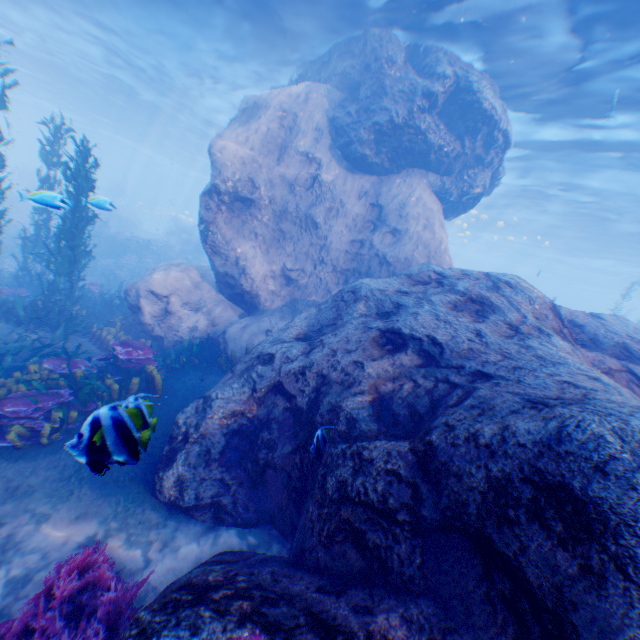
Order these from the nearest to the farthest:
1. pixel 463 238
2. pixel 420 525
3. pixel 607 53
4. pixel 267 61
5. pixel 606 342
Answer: pixel 420 525
pixel 606 342
pixel 607 53
pixel 267 61
pixel 463 238

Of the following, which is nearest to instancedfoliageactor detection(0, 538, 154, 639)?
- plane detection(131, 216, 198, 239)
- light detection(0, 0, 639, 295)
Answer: plane detection(131, 216, 198, 239)

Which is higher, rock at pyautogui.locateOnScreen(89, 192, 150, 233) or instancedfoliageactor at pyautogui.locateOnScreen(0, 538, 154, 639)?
rock at pyautogui.locateOnScreen(89, 192, 150, 233)

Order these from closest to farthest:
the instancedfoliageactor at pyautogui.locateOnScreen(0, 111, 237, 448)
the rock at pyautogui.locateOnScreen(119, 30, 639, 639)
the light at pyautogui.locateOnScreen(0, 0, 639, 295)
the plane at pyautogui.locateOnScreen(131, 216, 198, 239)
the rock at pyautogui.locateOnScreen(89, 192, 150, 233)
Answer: the rock at pyautogui.locateOnScreen(119, 30, 639, 639) < the instancedfoliageactor at pyautogui.locateOnScreen(0, 111, 237, 448) < the rock at pyautogui.locateOnScreen(89, 192, 150, 233) < the light at pyautogui.locateOnScreen(0, 0, 639, 295) < the plane at pyautogui.locateOnScreen(131, 216, 198, 239)

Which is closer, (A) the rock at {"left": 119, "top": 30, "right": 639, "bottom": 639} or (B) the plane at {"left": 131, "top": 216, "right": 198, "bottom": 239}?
(A) the rock at {"left": 119, "top": 30, "right": 639, "bottom": 639}

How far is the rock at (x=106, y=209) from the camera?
8.95m

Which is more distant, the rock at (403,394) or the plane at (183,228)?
the plane at (183,228)
